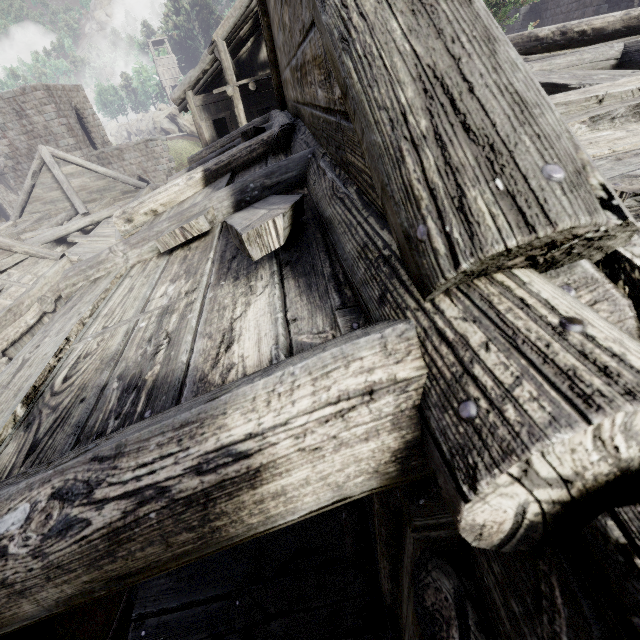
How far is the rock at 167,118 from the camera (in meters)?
48.75

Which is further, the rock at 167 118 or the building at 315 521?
the rock at 167 118

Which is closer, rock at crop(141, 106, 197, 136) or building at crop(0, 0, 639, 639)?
building at crop(0, 0, 639, 639)

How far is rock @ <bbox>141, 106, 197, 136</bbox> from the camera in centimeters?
4875cm

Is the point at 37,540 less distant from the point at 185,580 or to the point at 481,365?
the point at 481,365
